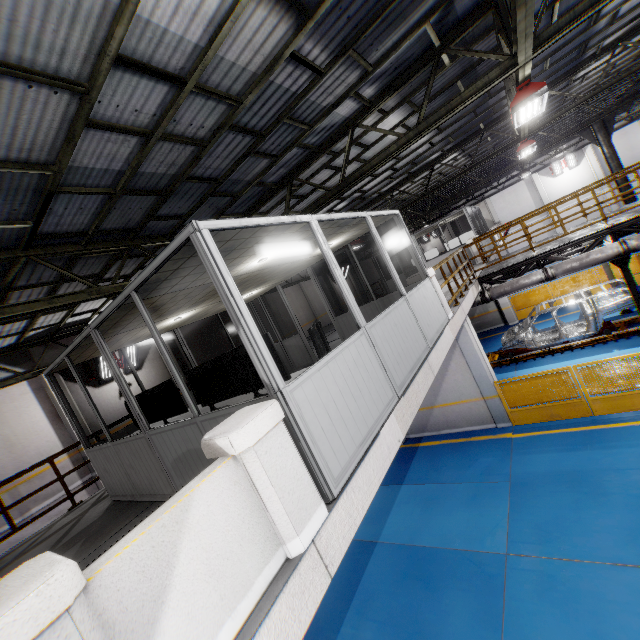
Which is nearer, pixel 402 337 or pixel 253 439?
pixel 253 439

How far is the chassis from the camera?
11.5 meters

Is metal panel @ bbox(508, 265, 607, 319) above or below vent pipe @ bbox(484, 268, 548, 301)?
below

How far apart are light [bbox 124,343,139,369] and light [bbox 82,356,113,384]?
0.4m

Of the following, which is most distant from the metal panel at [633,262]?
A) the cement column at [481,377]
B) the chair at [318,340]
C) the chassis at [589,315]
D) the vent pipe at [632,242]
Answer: the chair at [318,340]

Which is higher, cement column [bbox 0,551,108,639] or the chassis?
cement column [bbox 0,551,108,639]

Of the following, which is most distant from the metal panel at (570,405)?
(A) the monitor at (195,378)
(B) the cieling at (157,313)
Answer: (A) the monitor at (195,378)

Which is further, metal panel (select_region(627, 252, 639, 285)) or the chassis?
metal panel (select_region(627, 252, 639, 285))
